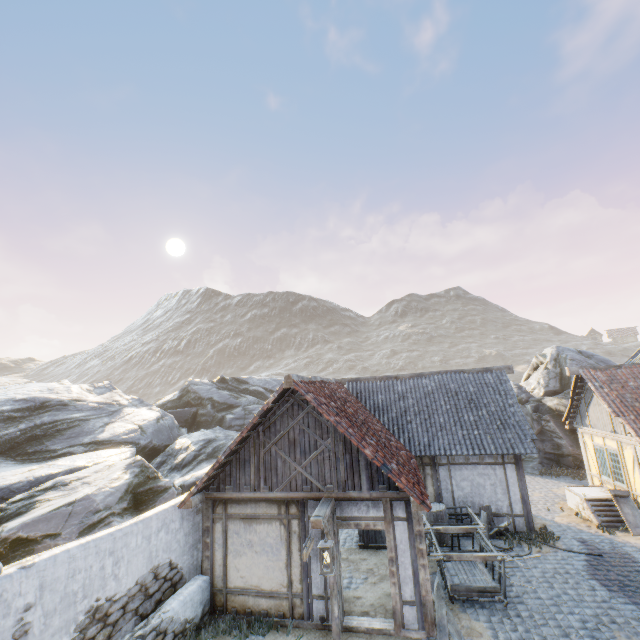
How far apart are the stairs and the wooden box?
7.09m

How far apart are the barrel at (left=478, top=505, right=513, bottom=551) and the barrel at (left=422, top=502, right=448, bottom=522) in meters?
1.0

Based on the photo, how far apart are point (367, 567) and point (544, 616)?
4.7 meters

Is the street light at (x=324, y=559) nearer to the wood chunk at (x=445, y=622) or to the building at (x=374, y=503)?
the building at (x=374, y=503)

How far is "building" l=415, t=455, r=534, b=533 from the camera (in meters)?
11.80

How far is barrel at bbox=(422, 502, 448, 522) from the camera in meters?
11.1

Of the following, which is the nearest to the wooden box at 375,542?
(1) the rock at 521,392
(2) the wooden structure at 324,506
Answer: A: (2) the wooden structure at 324,506

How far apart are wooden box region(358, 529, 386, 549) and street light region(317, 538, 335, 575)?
5.19m
